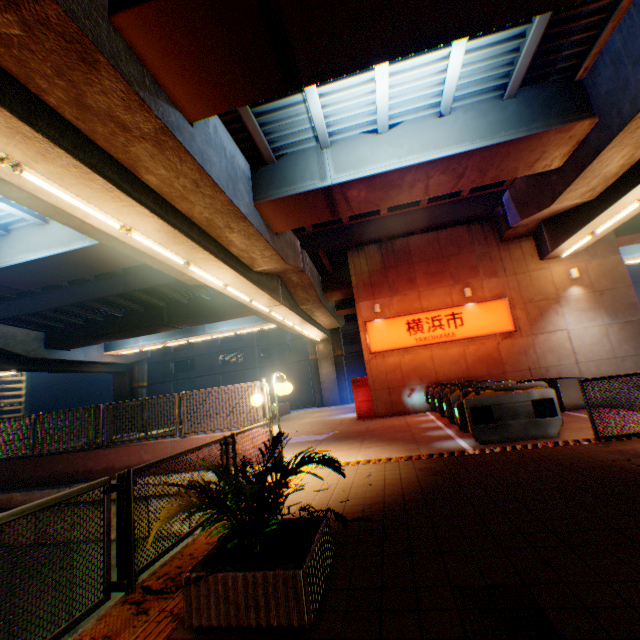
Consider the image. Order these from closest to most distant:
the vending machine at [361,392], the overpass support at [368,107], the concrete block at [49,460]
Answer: the overpass support at [368,107] < the concrete block at [49,460] < the vending machine at [361,392]

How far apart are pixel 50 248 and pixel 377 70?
12.2 meters

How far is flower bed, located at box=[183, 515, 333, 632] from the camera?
2.4m

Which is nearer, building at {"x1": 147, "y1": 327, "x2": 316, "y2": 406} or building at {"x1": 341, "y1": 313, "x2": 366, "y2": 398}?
building at {"x1": 341, "y1": 313, "x2": 366, "y2": 398}

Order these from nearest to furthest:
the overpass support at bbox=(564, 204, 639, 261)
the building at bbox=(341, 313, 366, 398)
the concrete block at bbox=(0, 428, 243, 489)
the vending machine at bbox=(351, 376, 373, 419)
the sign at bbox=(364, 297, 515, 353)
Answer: the concrete block at bbox=(0, 428, 243, 489) → the overpass support at bbox=(564, 204, 639, 261) → the sign at bbox=(364, 297, 515, 353) → the vending machine at bbox=(351, 376, 373, 419) → the building at bbox=(341, 313, 366, 398)

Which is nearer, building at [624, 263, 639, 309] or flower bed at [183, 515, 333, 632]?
flower bed at [183, 515, 333, 632]

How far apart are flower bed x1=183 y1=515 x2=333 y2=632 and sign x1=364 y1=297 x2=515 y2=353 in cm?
1264

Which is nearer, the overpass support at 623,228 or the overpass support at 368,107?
the overpass support at 368,107
